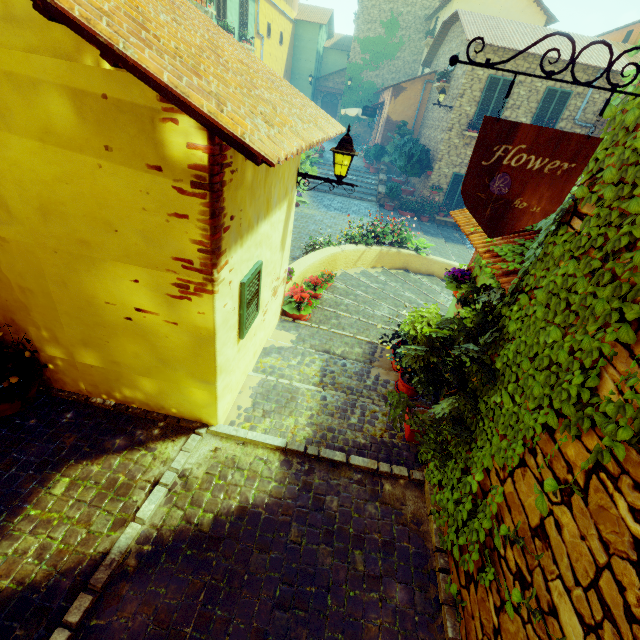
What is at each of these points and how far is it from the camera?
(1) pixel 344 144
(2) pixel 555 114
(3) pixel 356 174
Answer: (1) street light, 4.3 meters
(2) window, 13.8 meters
(3) stair, 19.7 meters

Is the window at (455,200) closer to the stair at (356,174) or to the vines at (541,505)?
the stair at (356,174)

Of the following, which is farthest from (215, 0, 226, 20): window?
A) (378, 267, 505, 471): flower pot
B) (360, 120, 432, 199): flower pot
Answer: (378, 267, 505, 471): flower pot

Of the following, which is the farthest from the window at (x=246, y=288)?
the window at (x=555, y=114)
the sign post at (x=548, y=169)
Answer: the window at (x=555, y=114)

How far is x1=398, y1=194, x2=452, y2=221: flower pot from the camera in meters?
15.6

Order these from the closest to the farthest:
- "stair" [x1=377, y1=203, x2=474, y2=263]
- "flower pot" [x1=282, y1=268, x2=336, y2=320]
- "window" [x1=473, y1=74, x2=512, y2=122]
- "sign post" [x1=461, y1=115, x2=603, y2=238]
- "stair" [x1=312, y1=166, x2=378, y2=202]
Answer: "sign post" [x1=461, y1=115, x2=603, y2=238], "flower pot" [x1=282, y1=268, x2=336, y2=320], "stair" [x1=377, y1=203, x2=474, y2=263], "window" [x1=473, y1=74, x2=512, y2=122], "stair" [x1=312, y1=166, x2=378, y2=202]

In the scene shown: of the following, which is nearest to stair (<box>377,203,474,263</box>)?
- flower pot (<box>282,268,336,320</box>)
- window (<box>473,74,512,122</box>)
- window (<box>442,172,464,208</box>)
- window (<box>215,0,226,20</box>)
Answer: flower pot (<box>282,268,336,320</box>)

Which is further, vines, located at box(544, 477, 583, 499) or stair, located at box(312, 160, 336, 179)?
stair, located at box(312, 160, 336, 179)
